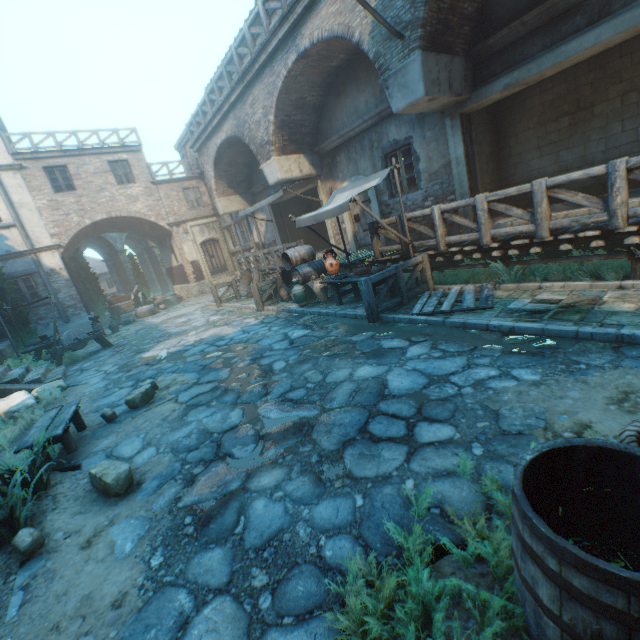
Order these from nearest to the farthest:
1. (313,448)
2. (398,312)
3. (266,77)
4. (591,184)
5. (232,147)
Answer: (313,448) → (398,312) → (591,184) → (266,77) → (232,147)

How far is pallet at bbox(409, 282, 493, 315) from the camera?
5.8 meters

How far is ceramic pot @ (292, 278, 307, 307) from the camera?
9.7m

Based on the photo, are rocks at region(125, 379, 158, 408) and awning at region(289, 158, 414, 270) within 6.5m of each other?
yes

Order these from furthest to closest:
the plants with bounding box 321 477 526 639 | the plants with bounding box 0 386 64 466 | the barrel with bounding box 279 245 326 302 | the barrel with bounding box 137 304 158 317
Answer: the barrel with bounding box 137 304 158 317
the barrel with bounding box 279 245 326 302
the plants with bounding box 0 386 64 466
the plants with bounding box 321 477 526 639

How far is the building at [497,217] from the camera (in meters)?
8.34

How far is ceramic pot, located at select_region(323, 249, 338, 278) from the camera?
8.6 meters

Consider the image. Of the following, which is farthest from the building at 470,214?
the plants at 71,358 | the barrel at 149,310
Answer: the plants at 71,358
